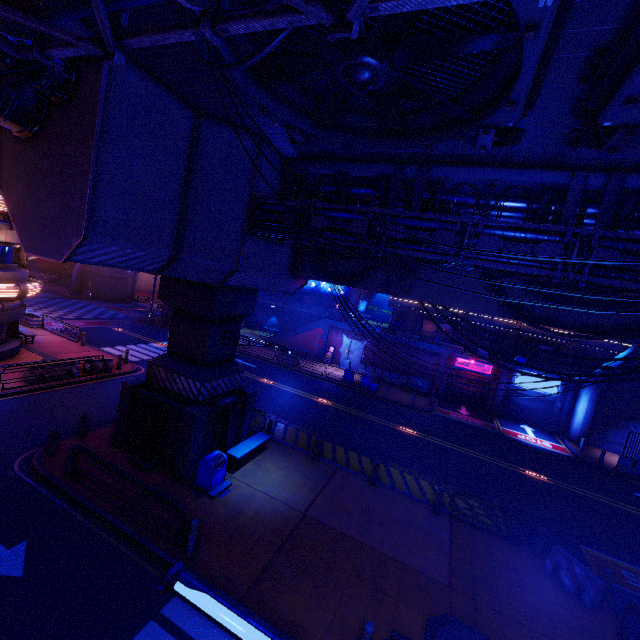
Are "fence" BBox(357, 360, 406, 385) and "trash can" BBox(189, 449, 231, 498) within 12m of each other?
no

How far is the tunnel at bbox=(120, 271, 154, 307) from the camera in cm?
4984

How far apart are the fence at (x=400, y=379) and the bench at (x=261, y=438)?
19.84m

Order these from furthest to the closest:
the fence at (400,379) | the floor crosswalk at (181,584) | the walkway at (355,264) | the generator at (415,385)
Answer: the fence at (400,379), the generator at (415,385), the walkway at (355,264), the floor crosswalk at (181,584)

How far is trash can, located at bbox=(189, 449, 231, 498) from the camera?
11.5 meters

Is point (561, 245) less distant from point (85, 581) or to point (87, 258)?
point (87, 258)

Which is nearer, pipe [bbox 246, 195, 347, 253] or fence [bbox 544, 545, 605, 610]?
fence [bbox 544, 545, 605, 610]

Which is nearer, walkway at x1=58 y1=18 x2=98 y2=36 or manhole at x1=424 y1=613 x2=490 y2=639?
walkway at x1=58 y1=18 x2=98 y2=36
